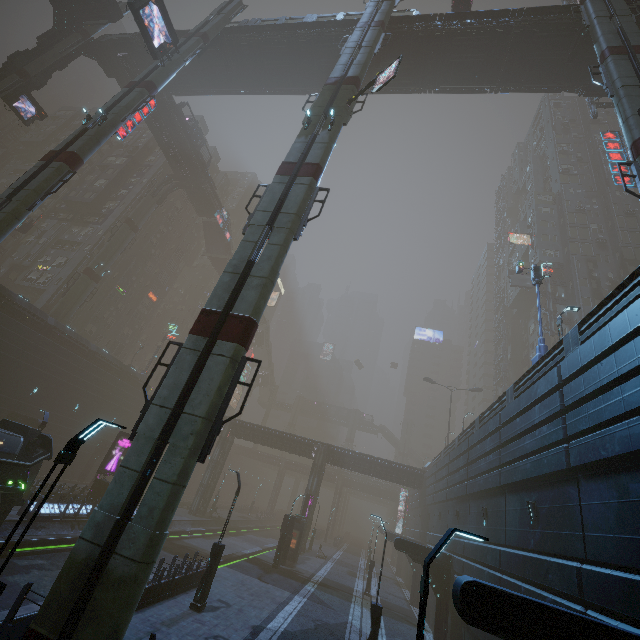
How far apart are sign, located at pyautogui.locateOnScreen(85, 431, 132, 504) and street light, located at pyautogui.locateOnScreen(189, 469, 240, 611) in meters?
14.8 m

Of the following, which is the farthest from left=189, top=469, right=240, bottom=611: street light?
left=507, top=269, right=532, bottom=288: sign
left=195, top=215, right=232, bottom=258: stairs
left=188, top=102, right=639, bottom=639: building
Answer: left=195, top=215, right=232, bottom=258: stairs

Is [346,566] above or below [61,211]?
below

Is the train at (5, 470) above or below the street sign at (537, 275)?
below

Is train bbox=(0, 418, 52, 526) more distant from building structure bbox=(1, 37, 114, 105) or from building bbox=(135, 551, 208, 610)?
building structure bbox=(1, 37, 114, 105)

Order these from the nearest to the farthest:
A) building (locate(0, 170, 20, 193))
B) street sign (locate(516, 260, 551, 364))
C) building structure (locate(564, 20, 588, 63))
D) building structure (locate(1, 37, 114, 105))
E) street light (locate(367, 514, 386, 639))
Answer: street light (locate(367, 514, 386, 639)) < street sign (locate(516, 260, 551, 364)) < building structure (locate(564, 20, 588, 63)) < building structure (locate(1, 37, 114, 105)) < building (locate(0, 170, 20, 193))

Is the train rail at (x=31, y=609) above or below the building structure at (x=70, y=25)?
below

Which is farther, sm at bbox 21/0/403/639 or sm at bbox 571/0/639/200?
sm at bbox 571/0/639/200
